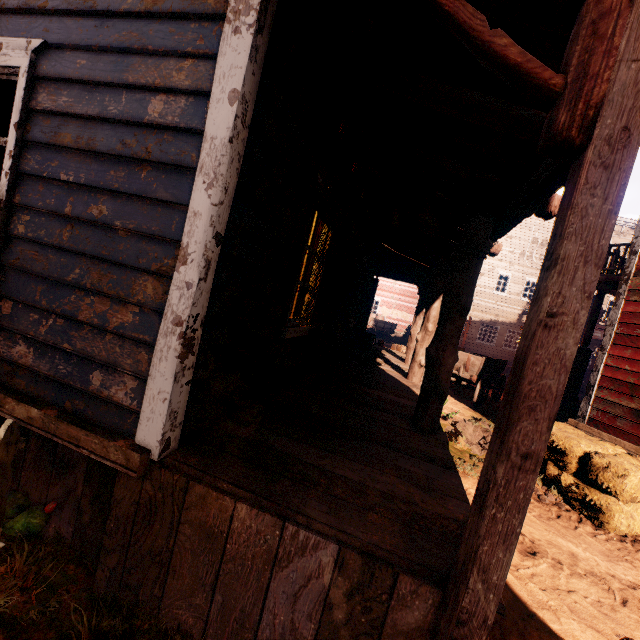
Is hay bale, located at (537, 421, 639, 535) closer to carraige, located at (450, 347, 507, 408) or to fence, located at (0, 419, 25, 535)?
carraige, located at (450, 347, 507, 408)

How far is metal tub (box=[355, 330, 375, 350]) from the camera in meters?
9.2

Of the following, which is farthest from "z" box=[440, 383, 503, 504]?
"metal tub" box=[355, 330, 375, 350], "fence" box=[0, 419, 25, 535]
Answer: "metal tub" box=[355, 330, 375, 350]

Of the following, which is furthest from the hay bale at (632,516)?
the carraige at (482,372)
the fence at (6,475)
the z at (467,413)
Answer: the fence at (6,475)

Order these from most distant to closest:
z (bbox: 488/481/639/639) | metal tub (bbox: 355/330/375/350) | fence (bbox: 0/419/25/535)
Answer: metal tub (bbox: 355/330/375/350), z (bbox: 488/481/639/639), fence (bbox: 0/419/25/535)

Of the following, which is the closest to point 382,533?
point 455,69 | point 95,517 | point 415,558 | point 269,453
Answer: point 415,558

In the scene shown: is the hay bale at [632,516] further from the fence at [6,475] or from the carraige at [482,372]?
the fence at [6,475]
